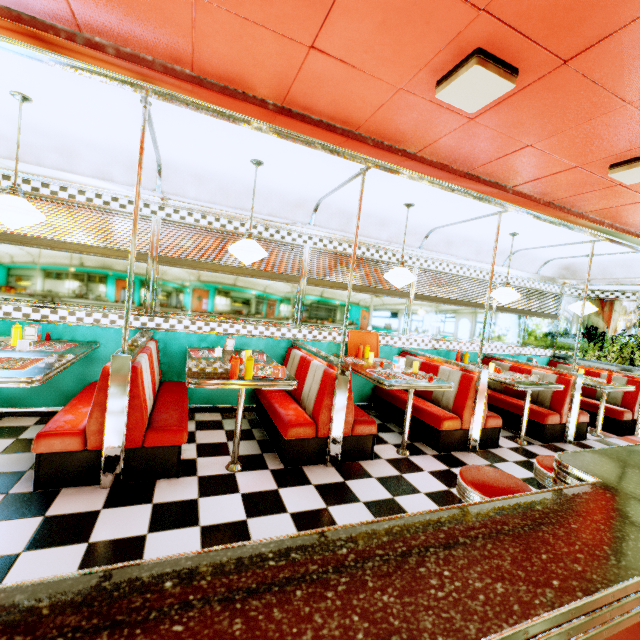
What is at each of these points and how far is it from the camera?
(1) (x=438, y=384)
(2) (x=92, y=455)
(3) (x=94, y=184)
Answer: (1) table, 3.73m
(2) seat, 2.59m
(3) trim, 3.63m

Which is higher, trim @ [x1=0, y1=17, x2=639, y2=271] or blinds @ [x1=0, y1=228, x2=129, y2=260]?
A: trim @ [x1=0, y1=17, x2=639, y2=271]

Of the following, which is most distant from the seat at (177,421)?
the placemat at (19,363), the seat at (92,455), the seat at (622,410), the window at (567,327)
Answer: the window at (567,327)

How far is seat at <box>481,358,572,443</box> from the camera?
4.8 meters

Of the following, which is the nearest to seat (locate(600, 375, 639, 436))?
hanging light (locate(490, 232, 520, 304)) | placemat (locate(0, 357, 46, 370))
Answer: hanging light (locate(490, 232, 520, 304))

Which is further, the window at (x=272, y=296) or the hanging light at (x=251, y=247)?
the window at (x=272, y=296)

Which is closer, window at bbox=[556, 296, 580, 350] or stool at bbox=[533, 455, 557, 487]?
stool at bbox=[533, 455, 557, 487]

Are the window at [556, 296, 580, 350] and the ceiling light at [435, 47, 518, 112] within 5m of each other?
no
